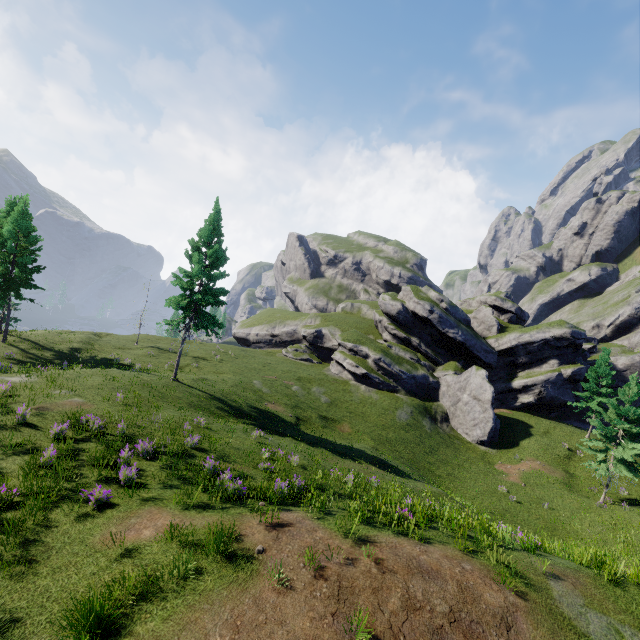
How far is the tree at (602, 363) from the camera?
35.76m

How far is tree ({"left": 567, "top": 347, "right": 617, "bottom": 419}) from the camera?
35.8 meters

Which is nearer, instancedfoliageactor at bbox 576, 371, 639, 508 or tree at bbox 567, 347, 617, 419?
instancedfoliageactor at bbox 576, 371, 639, 508

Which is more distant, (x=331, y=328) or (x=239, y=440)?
(x=331, y=328)

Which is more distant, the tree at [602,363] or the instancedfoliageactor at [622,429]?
the tree at [602,363]
